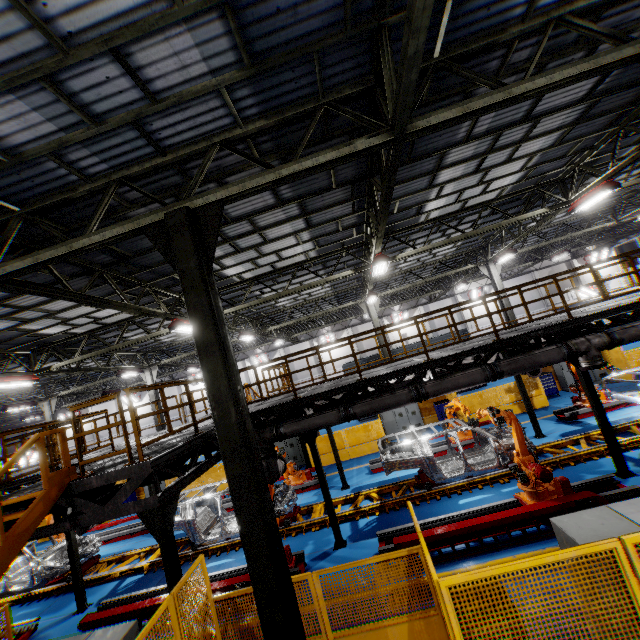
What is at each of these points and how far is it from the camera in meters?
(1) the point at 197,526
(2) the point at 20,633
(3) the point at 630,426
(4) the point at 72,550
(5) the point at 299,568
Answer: (1) chassis, 10.5
(2) metal platform, 9.0
(3) platform, 10.5
(4) metal pole, 9.8
(5) metal platform, 8.1

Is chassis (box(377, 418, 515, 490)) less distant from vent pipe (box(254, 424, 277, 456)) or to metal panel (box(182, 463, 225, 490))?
vent pipe (box(254, 424, 277, 456))

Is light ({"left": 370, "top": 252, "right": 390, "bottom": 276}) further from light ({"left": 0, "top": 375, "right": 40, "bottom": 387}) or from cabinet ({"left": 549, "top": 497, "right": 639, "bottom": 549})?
light ({"left": 0, "top": 375, "right": 40, "bottom": 387})

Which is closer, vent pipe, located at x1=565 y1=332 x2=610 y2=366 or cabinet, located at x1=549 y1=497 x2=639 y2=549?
cabinet, located at x1=549 y1=497 x2=639 y2=549

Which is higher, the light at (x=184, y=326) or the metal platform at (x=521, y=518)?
the light at (x=184, y=326)

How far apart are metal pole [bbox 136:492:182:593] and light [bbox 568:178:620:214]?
14.5m

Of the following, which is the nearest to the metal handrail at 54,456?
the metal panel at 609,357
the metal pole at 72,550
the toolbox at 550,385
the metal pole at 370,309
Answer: the metal pole at 72,550

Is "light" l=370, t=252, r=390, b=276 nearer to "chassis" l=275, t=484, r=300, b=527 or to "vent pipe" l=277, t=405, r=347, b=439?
"vent pipe" l=277, t=405, r=347, b=439
